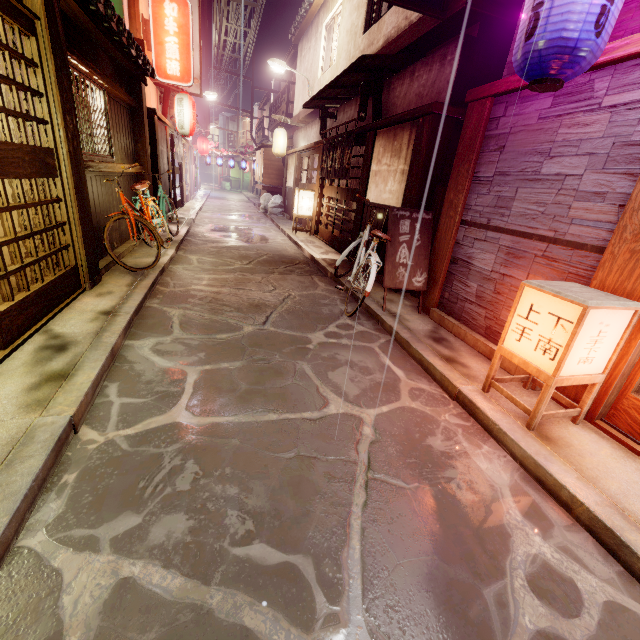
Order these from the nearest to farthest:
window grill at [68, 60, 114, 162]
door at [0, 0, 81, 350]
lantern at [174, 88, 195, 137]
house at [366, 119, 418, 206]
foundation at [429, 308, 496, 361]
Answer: door at [0, 0, 81, 350] < foundation at [429, 308, 496, 361] < window grill at [68, 60, 114, 162] < house at [366, 119, 418, 206] < lantern at [174, 88, 195, 137]

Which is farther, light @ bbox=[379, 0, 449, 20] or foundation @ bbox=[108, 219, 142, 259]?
foundation @ bbox=[108, 219, 142, 259]

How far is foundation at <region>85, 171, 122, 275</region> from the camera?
8.9 meters

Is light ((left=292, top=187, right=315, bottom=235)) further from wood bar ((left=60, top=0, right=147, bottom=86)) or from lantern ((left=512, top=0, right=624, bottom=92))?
lantern ((left=512, top=0, right=624, bottom=92))

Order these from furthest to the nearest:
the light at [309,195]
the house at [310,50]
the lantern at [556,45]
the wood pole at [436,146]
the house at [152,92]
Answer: the light at [309,195] < the house at [152,92] < the wood pole at [436,146] < the house at [310,50] < the lantern at [556,45]

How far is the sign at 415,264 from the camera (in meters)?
8.79

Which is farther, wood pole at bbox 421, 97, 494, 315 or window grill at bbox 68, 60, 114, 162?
window grill at bbox 68, 60, 114, 162

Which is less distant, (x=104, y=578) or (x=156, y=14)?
(x=104, y=578)
